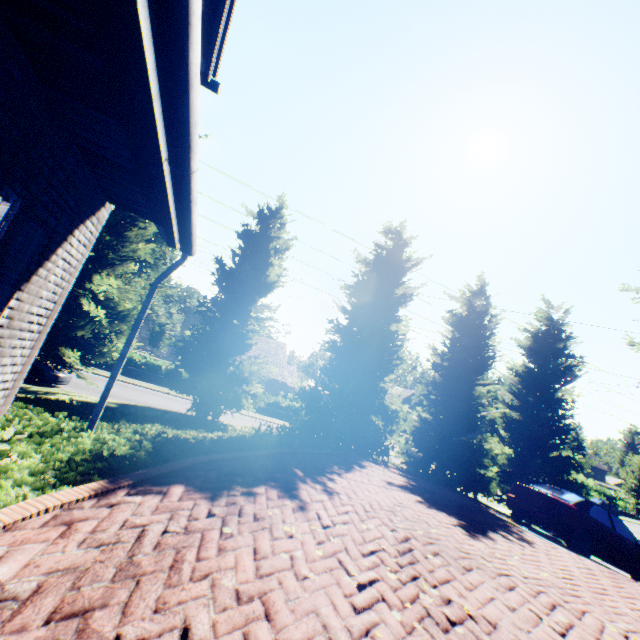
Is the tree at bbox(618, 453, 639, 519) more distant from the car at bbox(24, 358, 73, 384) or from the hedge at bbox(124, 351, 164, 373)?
the hedge at bbox(124, 351, 164, 373)

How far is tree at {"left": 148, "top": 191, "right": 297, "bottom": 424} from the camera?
10.8m

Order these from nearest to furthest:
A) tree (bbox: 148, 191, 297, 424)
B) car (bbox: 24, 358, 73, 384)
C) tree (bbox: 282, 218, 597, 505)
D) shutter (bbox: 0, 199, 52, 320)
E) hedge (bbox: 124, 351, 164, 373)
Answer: shutter (bbox: 0, 199, 52, 320) < tree (bbox: 148, 191, 297, 424) < tree (bbox: 282, 218, 597, 505) < car (bbox: 24, 358, 73, 384) < hedge (bbox: 124, 351, 164, 373)

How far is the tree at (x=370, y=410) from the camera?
12.8m

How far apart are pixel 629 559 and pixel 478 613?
10.6m

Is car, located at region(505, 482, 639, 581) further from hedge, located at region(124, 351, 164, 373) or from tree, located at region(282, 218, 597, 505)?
hedge, located at region(124, 351, 164, 373)

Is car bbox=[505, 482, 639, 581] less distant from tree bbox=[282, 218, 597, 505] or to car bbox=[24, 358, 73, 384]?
tree bbox=[282, 218, 597, 505]

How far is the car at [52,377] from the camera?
13.3m
